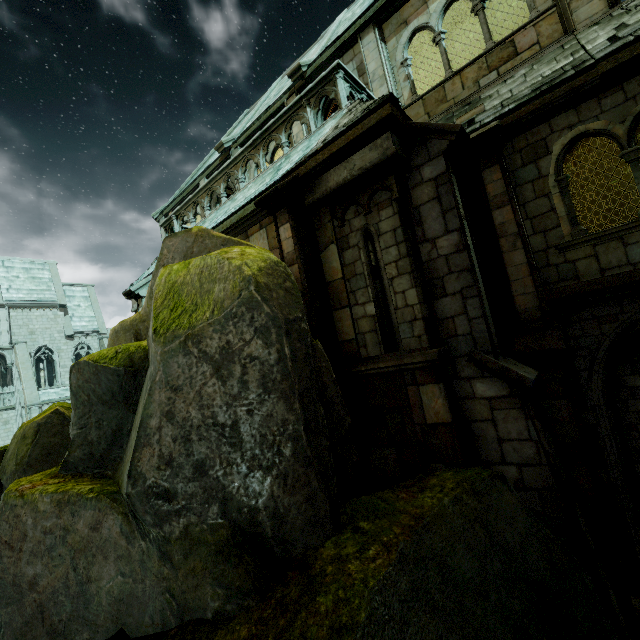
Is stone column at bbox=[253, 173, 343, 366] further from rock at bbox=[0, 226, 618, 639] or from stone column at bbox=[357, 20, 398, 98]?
stone column at bbox=[357, 20, 398, 98]

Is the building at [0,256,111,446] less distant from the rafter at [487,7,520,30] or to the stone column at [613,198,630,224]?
the rafter at [487,7,520,30]

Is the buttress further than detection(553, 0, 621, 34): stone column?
Yes

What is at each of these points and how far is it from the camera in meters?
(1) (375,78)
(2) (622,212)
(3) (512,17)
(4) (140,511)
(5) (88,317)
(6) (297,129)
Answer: (1) stone column, 9.2 m
(2) stone column, 14.0 m
(3) rafter, 11.2 m
(4) rock, 2.9 m
(5) building, 35.8 m
(6) stone column, 11.2 m

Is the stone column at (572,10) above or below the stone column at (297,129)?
below

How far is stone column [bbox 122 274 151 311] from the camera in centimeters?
1038cm

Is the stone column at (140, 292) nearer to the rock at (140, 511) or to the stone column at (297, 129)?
the rock at (140, 511)

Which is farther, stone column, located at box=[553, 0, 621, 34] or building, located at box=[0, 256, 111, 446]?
building, located at box=[0, 256, 111, 446]
